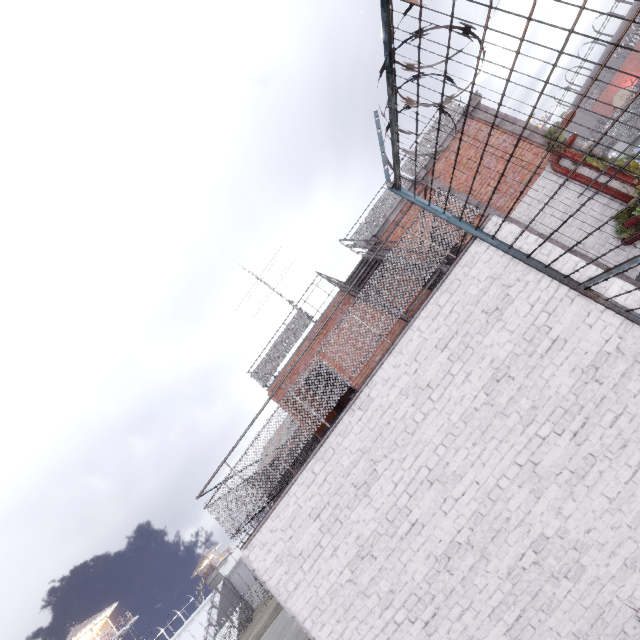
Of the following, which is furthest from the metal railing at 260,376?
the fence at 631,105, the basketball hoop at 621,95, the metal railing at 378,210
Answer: the basketball hoop at 621,95

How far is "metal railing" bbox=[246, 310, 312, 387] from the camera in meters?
11.4 m

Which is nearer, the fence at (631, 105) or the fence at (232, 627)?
the fence at (631, 105)

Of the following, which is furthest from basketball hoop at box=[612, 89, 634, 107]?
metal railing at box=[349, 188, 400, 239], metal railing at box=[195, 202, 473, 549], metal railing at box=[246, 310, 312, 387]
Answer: metal railing at box=[195, 202, 473, 549]

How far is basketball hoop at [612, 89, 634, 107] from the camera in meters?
23.6

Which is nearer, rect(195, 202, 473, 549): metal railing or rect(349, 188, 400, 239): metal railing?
rect(195, 202, 473, 549): metal railing

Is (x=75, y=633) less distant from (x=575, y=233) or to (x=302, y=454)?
(x=302, y=454)

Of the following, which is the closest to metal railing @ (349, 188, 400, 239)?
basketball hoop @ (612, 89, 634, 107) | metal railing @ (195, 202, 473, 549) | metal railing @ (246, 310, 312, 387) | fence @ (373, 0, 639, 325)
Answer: metal railing @ (246, 310, 312, 387)
